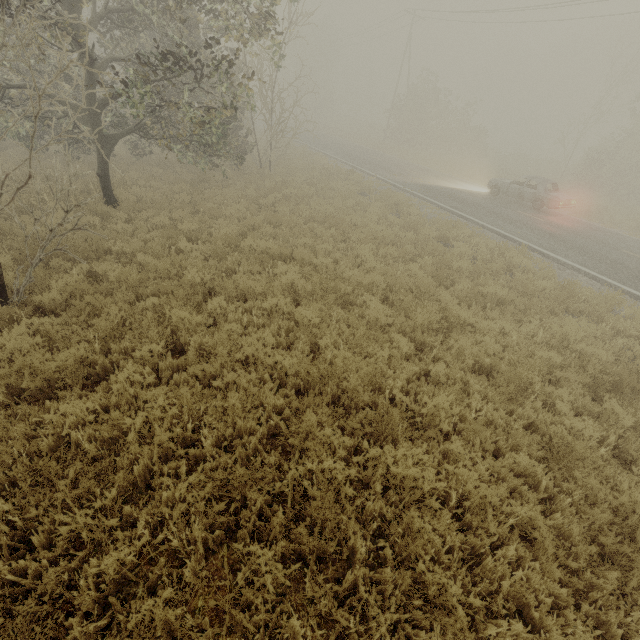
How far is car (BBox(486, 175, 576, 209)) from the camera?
16.28m

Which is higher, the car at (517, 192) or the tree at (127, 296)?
the car at (517, 192)

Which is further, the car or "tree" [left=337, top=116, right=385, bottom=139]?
"tree" [left=337, top=116, right=385, bottom=139]

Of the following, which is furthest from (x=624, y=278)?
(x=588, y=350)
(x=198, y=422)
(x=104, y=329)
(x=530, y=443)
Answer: (x=104, y=329)

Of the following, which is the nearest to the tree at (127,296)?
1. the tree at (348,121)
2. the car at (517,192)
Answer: the tree at (348,121)

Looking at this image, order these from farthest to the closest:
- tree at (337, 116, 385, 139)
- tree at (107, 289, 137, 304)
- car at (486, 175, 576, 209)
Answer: tree at (337, 116, 385, 139), car at (486, 175, 576, 209), tree at (107, 289, 137, 304)

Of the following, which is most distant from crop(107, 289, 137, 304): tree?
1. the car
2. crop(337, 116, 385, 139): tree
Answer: the car
